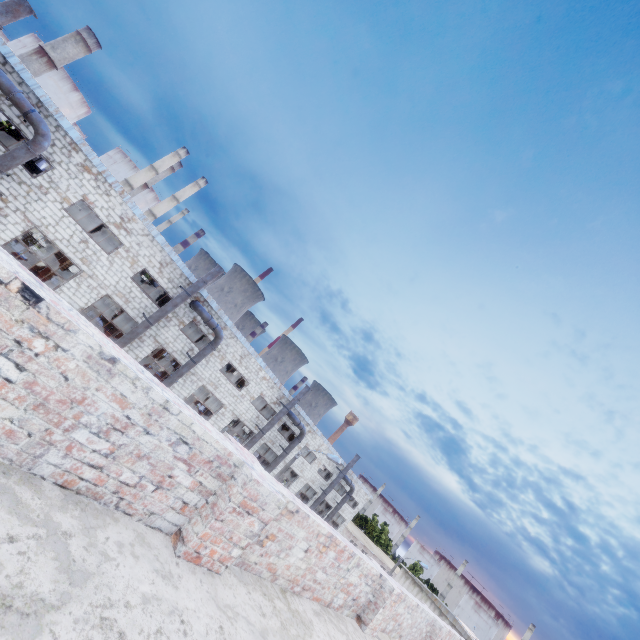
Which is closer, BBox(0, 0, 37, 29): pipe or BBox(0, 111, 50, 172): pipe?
BBox(0, 0, 37, 29): pipe

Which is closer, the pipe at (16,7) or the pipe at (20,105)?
the pipe at (16,7)

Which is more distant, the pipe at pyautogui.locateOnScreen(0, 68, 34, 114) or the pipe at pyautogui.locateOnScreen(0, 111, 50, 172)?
the pipe at pyautogui.locateOnScreen(0, 111, 50, 172)

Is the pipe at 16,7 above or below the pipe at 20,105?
above

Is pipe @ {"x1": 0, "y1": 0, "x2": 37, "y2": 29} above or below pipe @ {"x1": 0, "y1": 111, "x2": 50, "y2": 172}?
above

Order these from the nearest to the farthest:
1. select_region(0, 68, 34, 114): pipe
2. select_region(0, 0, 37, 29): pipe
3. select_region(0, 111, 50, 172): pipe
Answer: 1. select_region(0, 0, 37, 29): pipe
2. select_region(0, 68, 34, 114): pipe
3. select_region(0, 111, 50, 172): pipe

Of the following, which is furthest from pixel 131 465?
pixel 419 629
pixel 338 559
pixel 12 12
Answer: pixel 12 12
